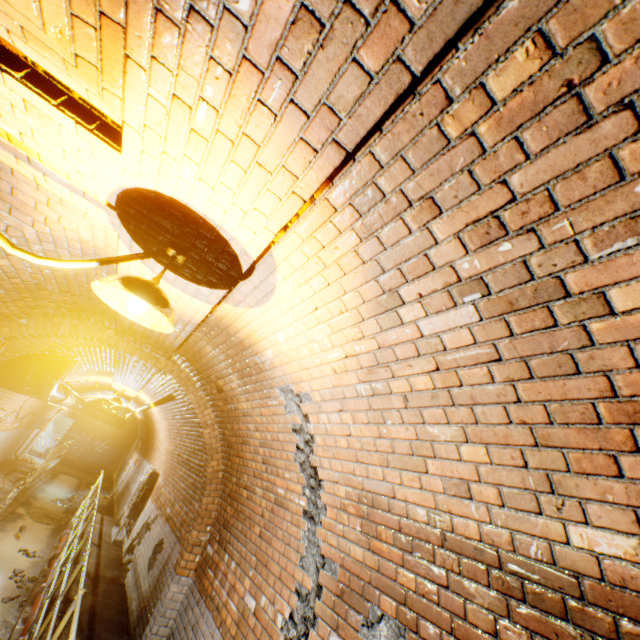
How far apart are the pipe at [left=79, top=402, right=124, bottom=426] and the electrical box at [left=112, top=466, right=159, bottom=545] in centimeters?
610cm

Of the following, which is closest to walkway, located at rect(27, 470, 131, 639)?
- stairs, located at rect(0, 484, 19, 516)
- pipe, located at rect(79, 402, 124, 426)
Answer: stairs, located at rect(0, 484, 19, 516)

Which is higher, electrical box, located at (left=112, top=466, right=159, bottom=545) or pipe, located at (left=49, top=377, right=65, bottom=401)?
pipe, located at (left=49, top=377, right=65, bottom=401)

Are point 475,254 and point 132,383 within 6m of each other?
no

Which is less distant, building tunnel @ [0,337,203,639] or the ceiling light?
the ceiling light

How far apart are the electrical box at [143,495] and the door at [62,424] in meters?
9.1

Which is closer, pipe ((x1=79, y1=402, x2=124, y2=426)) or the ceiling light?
the ceiling light

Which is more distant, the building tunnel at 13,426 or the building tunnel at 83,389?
the building tunnel at 83,389
